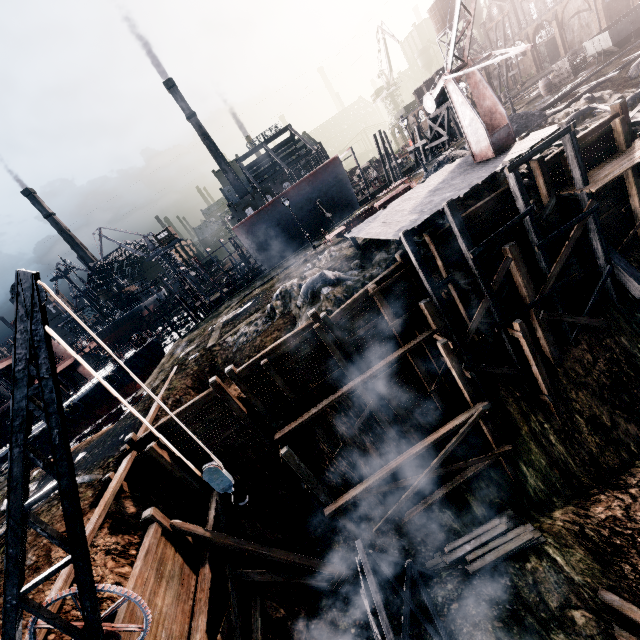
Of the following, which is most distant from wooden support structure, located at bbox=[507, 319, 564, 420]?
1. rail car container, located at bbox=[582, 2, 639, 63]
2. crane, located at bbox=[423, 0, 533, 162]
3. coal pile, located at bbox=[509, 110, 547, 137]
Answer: rail car container, located at bbox=[582, 2, 639, 63]

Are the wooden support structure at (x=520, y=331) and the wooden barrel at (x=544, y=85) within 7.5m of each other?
no

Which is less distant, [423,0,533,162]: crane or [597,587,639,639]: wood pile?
[597,587,639,639]: wood pile

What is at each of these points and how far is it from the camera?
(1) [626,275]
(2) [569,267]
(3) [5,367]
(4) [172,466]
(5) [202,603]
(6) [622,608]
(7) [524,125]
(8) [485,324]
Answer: (1) wooden brace, 15.4m
(2) cloth, 16.0m
(3) ship, 34.9m
(4) wooden scaffolding, 13.8m
(5) wooden scaffolding, 10.3m
(6) wood pile, 11.0m
(7) coal pile, 23.2m
(8) cloth, 15.5m

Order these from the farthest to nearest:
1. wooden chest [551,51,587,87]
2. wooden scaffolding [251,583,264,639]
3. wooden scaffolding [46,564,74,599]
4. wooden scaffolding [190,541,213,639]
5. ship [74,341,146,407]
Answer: ship [74,341,146,407]
wooden chest [551,51,587,87]
wooden scaffolding [251,583,264,639]
wooden scaffolding [190,541,213,639]
wooden scaffolding [46,564,74,599]

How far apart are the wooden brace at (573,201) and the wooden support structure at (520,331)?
5.59m

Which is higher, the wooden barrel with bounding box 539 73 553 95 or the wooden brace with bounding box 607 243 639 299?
the wooden barrel with bounding box 539 73 553 95

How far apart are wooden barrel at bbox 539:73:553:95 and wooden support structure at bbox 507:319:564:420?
29.9m
